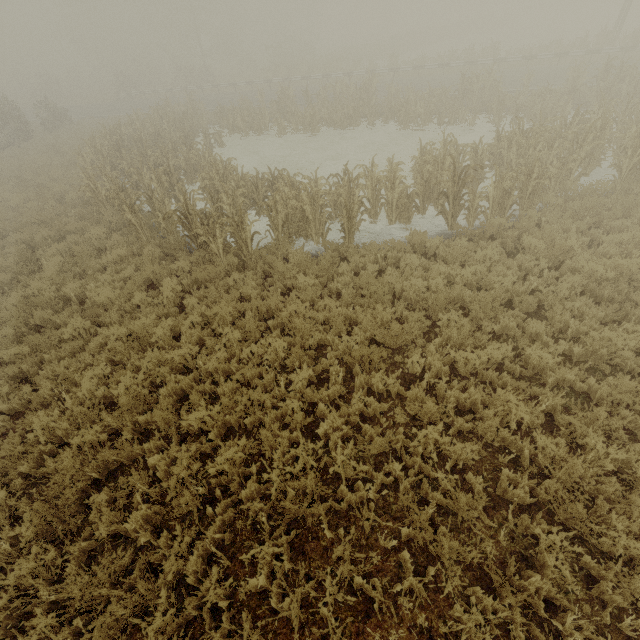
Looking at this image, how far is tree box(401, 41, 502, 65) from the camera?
25.7m

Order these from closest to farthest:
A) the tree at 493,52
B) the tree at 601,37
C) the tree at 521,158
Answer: the tree at 521,158 → the tree at 601,37 → the tree at 493,52

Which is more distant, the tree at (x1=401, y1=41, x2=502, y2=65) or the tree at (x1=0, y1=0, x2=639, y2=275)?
the tree at (x1=401, y1=41, x2=502, y2=65)

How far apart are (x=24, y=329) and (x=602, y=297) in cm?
1303

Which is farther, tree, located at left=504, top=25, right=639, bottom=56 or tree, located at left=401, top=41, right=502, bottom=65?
tree, located at left=401, top=41, right=502, bottom=65

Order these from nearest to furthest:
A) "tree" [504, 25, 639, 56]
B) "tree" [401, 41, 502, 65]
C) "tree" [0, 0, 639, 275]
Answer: "tree" [0, 0, 639, 275]
"tree" [504, 25, 639, 56]
"tree" [401, 41, 502, 65]

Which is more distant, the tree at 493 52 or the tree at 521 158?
the tree at 493 52

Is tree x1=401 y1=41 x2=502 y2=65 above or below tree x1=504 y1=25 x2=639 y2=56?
below
